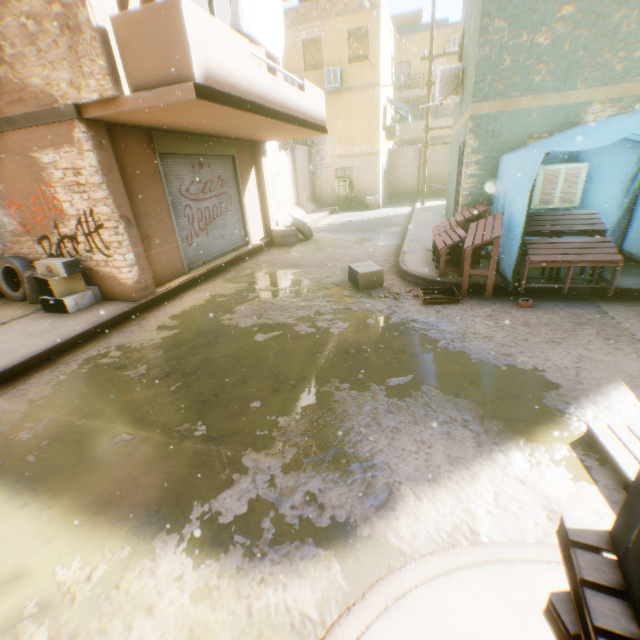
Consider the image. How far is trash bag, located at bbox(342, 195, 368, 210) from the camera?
19.33m

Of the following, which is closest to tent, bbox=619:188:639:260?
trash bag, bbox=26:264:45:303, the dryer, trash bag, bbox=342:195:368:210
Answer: the dryer

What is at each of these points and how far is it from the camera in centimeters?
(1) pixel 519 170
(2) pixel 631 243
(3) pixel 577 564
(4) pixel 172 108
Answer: (1) tent, 539cm
(2) tent, 657cm
(3) wooden pallet, 121cm
(4) balcony, 499cm

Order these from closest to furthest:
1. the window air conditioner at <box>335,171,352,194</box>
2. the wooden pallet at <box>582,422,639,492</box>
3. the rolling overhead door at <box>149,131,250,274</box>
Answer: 1. the wooden pallet at <box>582,422,639,492</box>
2. the rolling overhead door at <box>149,131,250,274</box>
3. the window air conditioner at <box>335,171,352,194</box>

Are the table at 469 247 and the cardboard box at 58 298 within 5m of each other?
no

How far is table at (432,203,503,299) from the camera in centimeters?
527cm

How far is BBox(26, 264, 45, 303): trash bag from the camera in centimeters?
644cm

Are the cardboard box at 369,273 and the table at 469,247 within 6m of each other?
yes
